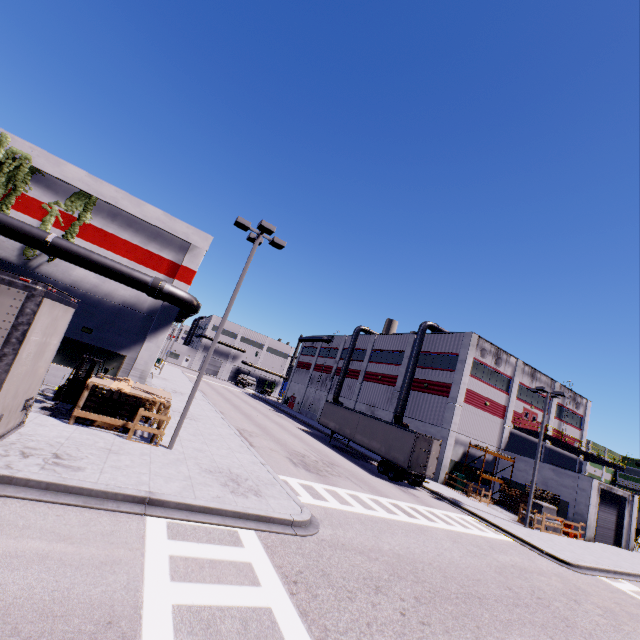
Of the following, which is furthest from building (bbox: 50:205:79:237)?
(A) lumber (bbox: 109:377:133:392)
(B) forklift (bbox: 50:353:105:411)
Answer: (A) lumber (bbox: 109:377:133:392)

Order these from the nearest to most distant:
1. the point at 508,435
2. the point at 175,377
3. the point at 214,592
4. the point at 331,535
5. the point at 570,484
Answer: the point at 214,592, the point at 331,535, the point at 570,484, the point at 508,435, the point at 175,377

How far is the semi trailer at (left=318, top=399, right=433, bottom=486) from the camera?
23.90m

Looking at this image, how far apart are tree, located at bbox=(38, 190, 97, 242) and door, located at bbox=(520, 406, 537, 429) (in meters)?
42.85

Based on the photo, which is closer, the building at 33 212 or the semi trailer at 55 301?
the semi trailer at 55 301

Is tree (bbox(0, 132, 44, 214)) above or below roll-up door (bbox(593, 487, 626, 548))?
above

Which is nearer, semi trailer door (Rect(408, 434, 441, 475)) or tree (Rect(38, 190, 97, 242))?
tree (Rect(38, 190, 97, 242))

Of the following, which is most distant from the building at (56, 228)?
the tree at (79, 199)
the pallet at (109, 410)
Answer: the pallet at (109, 410)
